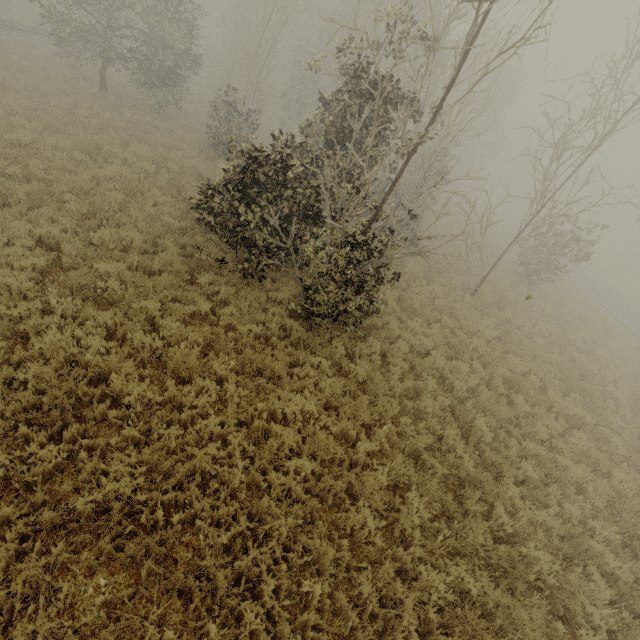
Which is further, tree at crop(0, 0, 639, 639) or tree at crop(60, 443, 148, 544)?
tree at crop(0, 0, 639, 639)

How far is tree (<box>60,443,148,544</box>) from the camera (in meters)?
3.84

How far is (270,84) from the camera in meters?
32.5 m

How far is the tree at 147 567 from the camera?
3.7m
